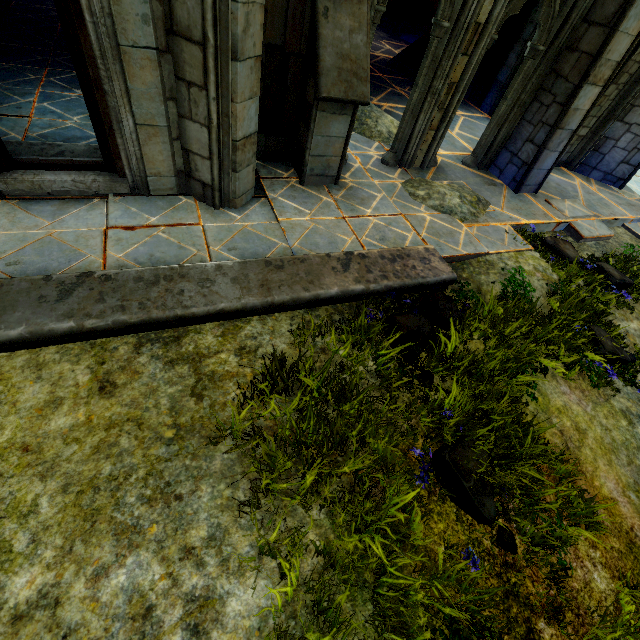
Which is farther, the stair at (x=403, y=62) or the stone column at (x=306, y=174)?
the stair at (x=403, y=62)

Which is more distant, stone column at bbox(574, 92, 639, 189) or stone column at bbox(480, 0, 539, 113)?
stone column at bbox(480, 0, 539, 113)

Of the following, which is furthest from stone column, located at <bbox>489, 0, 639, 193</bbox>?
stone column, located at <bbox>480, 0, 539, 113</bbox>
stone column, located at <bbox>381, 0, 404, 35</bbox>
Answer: stone column, located at <bbox>381, 0, 404, 35</bbox>

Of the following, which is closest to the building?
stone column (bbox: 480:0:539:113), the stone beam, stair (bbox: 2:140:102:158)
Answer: stair (bbox: 2:140:102:158)

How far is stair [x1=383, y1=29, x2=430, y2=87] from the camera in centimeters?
1125cm

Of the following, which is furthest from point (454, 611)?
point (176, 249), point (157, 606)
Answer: point (176, 249)

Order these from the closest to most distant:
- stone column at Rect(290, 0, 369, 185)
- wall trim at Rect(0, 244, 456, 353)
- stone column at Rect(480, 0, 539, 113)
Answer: wall trim at Rect(0, 244, 456, 353)
stone column at Rect(290, 0, 369, 185)
stone column at Rect(480, 0, 539, 113)

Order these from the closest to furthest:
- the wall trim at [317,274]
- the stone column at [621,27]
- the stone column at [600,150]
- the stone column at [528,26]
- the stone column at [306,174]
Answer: the wall trim at [317,274]
the stone column at [306,174]
the stone column at [621,27]
the stone column at [600,150]
the stone column at [528,26]
